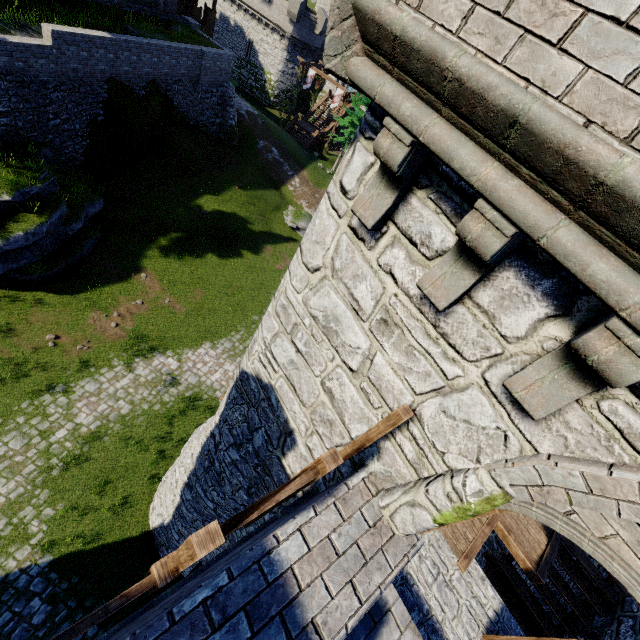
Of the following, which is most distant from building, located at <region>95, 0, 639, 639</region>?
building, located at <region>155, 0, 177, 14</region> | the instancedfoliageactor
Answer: the instancedfoliageactor

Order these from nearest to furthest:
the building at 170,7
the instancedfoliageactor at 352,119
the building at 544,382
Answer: the building at 544,382 → the building at 170,7 → the instancedfoliageactor at 352,119

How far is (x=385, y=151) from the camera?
2.5 meters

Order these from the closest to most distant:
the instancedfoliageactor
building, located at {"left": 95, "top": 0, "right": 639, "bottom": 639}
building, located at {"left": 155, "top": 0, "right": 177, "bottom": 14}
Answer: building, located at {"left": 95, "top": 0, "right": 639, "bottom": 639}, building, located at {"left": 155, "top": 0, "right": 177, "bottom": 14}, the instancedfoliageactor

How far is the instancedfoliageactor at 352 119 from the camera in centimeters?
3266cm

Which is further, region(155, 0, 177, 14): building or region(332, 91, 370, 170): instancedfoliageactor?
region(332, 91, 370, 170): instancedfoliageactor

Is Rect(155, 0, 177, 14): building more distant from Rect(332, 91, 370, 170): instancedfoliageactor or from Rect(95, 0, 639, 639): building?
Rect(332, 91, 370, 170): instancedfoliageactor
